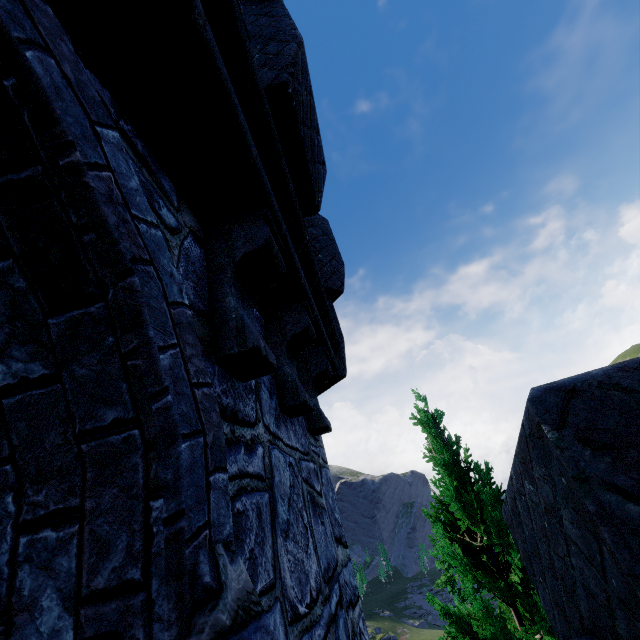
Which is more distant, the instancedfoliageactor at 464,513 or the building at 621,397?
the instancedfoliageactor at 464,513

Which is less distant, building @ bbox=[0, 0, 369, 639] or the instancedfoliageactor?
building @ bbox=[0, 0, 369, 639]

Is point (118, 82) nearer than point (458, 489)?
Yes
